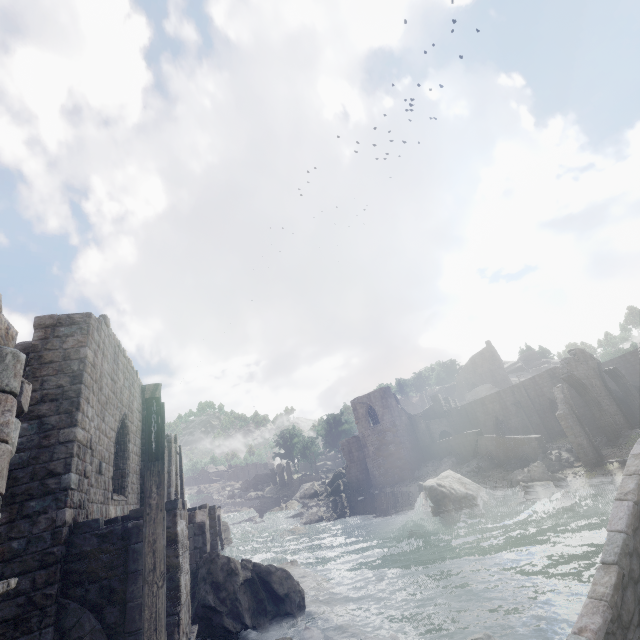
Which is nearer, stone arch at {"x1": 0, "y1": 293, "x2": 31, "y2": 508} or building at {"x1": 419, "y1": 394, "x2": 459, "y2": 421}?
stone arch at {"x1": 0, "y1": 293, "x2": 31, "y2": 508}

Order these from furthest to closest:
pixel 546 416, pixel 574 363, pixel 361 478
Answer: pixel 361 478, pixel 546 416, pixel 574 363

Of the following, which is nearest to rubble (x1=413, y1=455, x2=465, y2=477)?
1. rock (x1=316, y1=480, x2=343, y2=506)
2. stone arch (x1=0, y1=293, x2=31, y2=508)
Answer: stone arch (x1=0, y1=293, x2=31, y2=508)

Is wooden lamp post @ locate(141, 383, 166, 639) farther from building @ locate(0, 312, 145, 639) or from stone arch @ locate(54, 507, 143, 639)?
building @ locate(0, 312, 145, 639)

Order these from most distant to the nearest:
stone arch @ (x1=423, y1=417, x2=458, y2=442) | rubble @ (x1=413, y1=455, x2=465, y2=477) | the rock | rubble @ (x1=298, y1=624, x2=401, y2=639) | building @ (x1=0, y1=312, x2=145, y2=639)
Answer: the rock → stone arch @ (x1=423, y1=417, x2=458, y2=442) → rubble @ (x1=413, y1=455, x2=465, y2=477) → rubble @ (x1=298, y1=624, x2=401, y2=639) → building @ (x1=0, y1=312, x2=145, y2=639)

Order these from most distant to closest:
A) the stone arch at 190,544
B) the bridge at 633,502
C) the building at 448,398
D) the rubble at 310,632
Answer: the building at 448,398, the rubble at 310,632, the stone arch at 190,544, the bridge at 633,502

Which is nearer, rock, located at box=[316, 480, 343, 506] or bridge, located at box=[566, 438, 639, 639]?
bridge, located at box=[566, 438, 639, 639]

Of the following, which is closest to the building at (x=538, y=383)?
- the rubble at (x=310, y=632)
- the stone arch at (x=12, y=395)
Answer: the stone arch at (x=12, y=395)
